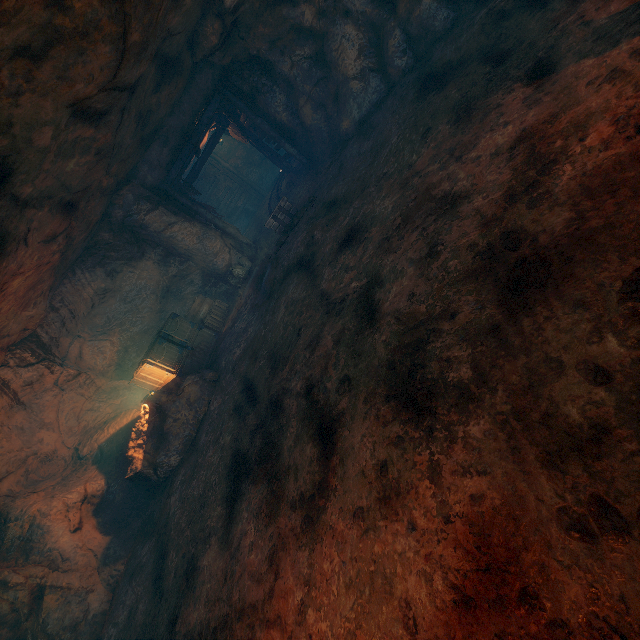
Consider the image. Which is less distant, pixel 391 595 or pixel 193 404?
pixel 391 595

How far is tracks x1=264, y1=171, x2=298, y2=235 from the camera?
10.7 meters

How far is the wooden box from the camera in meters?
10.0 m

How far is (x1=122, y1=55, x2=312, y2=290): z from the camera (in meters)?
11.19

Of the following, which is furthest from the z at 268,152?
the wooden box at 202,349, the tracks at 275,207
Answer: the wooden box at 202,349

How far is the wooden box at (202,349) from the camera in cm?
996

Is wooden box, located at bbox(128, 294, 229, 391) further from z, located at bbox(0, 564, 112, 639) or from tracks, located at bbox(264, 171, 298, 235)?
tracks, located at bbox(264, 171, 298, 235)

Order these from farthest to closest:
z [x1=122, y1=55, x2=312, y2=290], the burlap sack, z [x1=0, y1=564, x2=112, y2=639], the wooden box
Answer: z [x1=122, y1=55, x2=312, y2=290] < the wooden box < z [x1=0, y1=564, x2=112, y2=639] < the burlap sack
